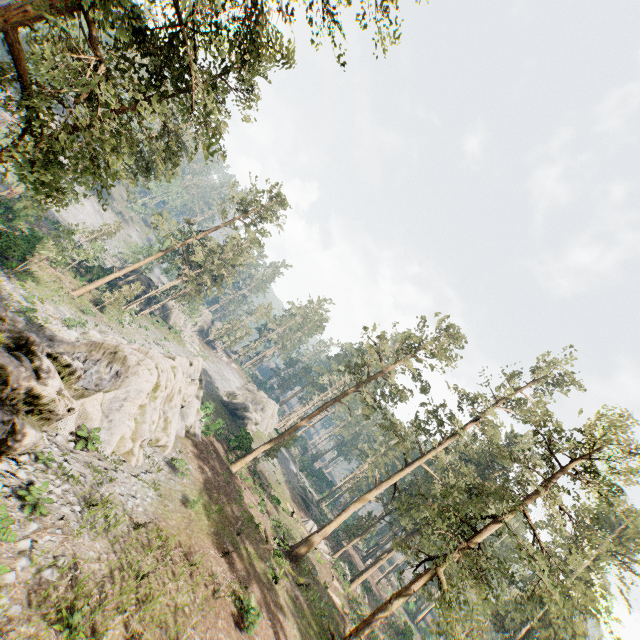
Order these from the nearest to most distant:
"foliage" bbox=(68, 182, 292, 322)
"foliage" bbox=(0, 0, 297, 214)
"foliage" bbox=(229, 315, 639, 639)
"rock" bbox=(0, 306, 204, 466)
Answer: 1. "foliage" bbox=(0, 0, 297, 214)
2. "rock" bbox=(0, 306, 204, 466)
3. "foliage" bbox=(229, 315, 639, 639)
4. "foliage" bbox=(68, 182, 292, 322)

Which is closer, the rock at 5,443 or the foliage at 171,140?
the foliage at 171,140

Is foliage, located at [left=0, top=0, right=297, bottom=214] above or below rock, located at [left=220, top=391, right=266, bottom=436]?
above

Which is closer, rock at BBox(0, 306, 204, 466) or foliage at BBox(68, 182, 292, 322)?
rock at BBox(0, 306, 204, 466)

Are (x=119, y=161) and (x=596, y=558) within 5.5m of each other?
no

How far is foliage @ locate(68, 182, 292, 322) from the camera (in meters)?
37.53

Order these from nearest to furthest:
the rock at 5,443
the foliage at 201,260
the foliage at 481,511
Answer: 1. the rock at 5,443
2. the foliage at 481,511
3. the foliage at 201,260
